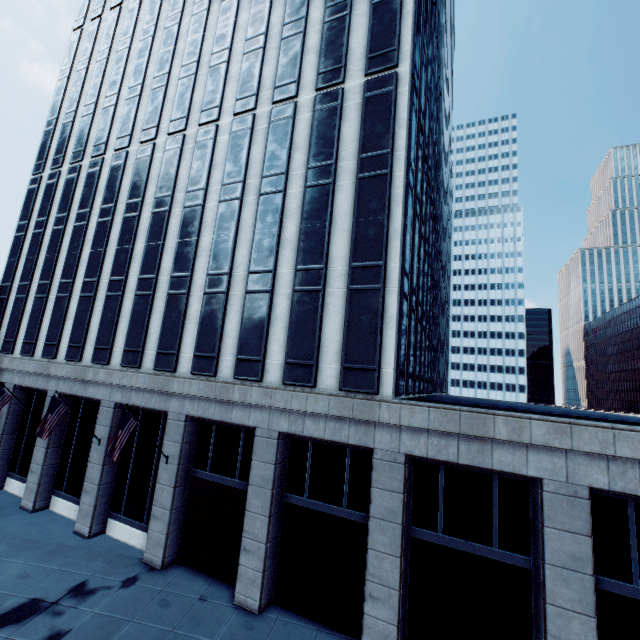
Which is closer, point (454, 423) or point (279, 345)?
point (454, 423)

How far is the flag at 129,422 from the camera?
15.0 meters

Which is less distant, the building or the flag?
the building

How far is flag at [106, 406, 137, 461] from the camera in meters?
15.0 m

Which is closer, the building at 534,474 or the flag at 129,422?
the building at 534,474
